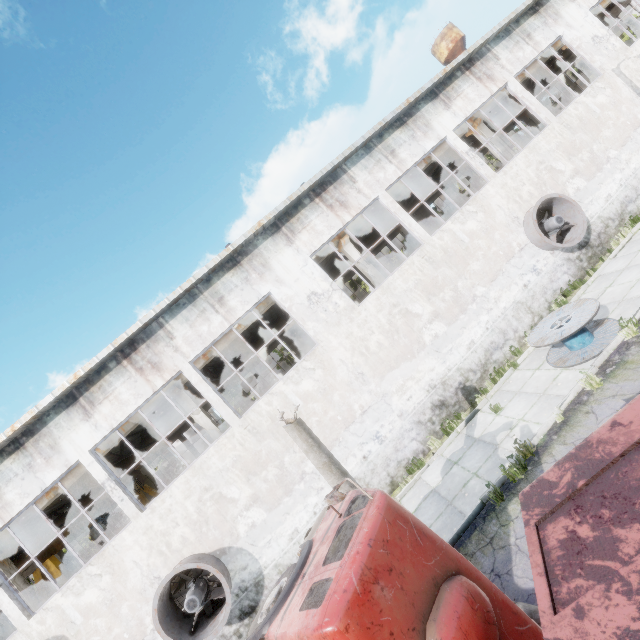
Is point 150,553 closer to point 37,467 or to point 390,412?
point 37,467

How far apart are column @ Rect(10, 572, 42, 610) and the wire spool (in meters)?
19.32

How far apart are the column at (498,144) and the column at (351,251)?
9.46m

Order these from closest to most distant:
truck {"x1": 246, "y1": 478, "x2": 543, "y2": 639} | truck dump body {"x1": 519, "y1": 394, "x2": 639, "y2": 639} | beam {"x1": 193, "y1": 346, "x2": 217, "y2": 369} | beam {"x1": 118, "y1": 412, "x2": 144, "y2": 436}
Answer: truck dump body {"x1": 519, "y1": 394, "x2": 639, "y2": 639} < truck {"x1": 246, "y1": 478, "x2": 543, "y2": 639} < beam {"x1": 118, "y1": 412, "x2": 144, "y2": 436} < beam {"x1": 193, "y1": 346, "x2": 217, "y2": 369}

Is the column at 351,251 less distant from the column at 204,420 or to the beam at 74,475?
the beam at 74,475

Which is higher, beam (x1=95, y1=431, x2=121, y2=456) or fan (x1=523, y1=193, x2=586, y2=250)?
beam (x1=95, y1=431, x2=121, y2=456)

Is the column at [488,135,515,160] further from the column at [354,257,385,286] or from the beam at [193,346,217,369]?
the column at [354,257,385,286]

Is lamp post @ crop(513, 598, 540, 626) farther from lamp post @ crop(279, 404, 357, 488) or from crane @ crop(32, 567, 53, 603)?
crane @ crop(32, 567, 53, 603)
